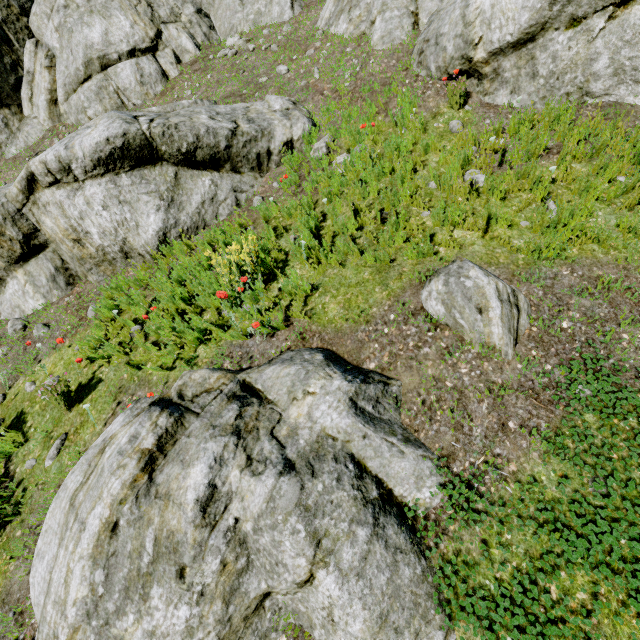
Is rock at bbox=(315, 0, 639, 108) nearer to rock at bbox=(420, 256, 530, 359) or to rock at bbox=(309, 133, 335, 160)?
rock at bbox=(309, 133, 335, 160)

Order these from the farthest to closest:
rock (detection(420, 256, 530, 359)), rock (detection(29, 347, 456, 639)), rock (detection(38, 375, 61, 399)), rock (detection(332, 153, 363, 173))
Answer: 1. rock (detection(332, 153, 363, 173))
2. rock (detection(38, 375, 61, 399))
3. rock (detection(420, 256, 530, 359))
4. rock (detection(29, 347, 456, 639))

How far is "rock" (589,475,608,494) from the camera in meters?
2.4 m

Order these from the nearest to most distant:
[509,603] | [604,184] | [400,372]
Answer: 1. [509,603]
2. [400,372]
3. [604,184]

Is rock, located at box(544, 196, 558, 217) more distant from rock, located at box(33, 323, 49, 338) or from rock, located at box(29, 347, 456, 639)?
rock, located at box(29, 347, 456, 639)

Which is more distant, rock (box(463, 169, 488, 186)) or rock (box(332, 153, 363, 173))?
rock (box(332, 153, 363, 173))

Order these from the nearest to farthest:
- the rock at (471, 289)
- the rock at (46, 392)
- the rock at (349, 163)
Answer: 1. the rock at (471, 289)
2. the rock at (46, 392)
3. the rock at (349, 163)

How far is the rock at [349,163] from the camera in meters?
5.3
